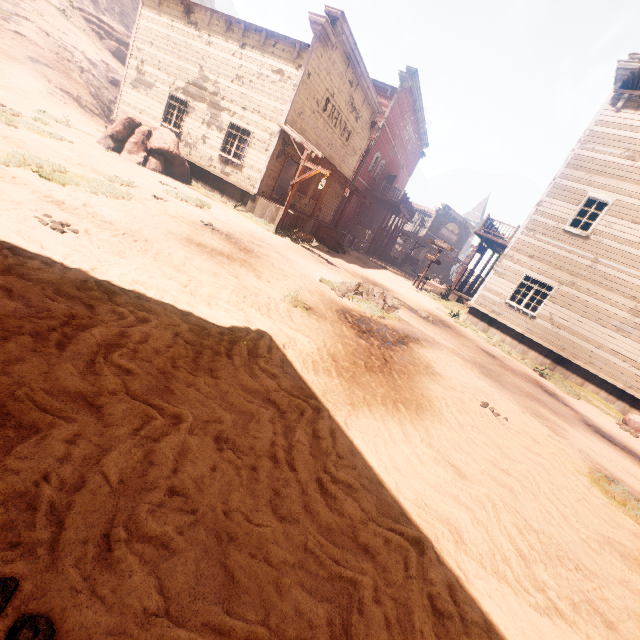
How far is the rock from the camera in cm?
3284

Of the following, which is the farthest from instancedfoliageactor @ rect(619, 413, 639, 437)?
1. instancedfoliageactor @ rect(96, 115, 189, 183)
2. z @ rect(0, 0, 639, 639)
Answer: instancedfoliageactor @ rect(96, 115, 189, 183)

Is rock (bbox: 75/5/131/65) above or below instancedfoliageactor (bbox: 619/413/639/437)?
above

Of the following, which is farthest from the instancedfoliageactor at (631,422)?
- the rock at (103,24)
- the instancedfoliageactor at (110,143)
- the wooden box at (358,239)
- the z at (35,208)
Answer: the rock at (103,24)

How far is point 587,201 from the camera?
17.5 meters

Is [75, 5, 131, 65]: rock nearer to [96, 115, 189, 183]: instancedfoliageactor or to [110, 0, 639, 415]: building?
[110, 0, 639, 415]: building

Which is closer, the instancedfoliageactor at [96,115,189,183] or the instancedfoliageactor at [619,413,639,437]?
the instancedfoliageactor at [619,413,639,437]

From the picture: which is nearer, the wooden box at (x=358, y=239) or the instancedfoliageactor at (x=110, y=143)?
the instancedfoliageactor at (x=110, y=143)
